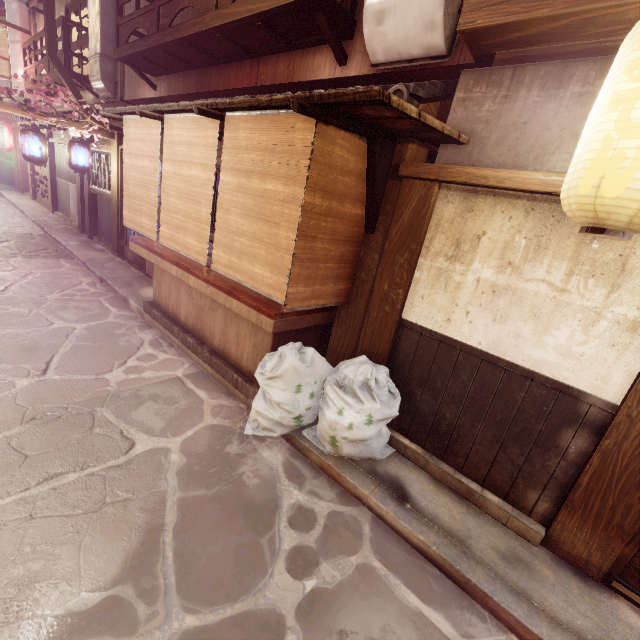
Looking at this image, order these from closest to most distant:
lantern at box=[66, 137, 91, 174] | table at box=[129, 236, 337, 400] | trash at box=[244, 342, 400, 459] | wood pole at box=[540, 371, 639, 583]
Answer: wood pole at box=[540, 371, 639, 583] < trash at box=[244, 342, 400, 459] < table at box=[129, 236, 337, 400] < lantern at box=[66, 137, 91, 174]

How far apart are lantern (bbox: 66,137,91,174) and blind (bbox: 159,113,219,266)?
9.5m

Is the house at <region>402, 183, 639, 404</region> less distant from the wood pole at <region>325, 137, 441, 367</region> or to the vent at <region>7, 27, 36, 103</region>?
the wood pole at <region>325, 137, 441, 367</region>

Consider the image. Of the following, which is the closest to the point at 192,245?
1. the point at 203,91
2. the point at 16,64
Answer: the point at 203,91

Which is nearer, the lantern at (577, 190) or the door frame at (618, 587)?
the lantern at (577, 190)

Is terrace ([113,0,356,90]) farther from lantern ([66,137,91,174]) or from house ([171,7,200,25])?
lantern ([66,137,91,174])

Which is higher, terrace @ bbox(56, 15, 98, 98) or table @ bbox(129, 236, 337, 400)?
terrace @ bbox(56, 15, 98, 98)

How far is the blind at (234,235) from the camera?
5.1 meters
